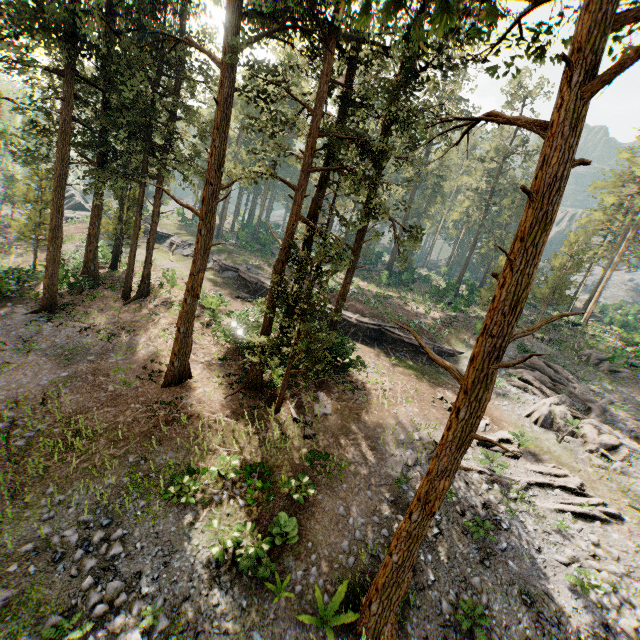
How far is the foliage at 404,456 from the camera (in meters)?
15.04

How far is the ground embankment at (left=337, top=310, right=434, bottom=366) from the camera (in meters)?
28.16

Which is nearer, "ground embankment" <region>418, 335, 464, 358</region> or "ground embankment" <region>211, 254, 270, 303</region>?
"ground embankment" <region>418, 335, 464, 358</region>

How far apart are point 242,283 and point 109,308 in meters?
13.5 m

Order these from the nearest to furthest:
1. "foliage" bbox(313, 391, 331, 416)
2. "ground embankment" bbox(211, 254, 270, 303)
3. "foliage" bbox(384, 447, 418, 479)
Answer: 1. "foliage" bbox(384, 447, 418, 479)
2. "foliage" bbox(313, 391, 331, 416)
3. "ground embankment" bbox(211, 254, 270, 303)

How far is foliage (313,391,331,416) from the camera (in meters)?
17.38
